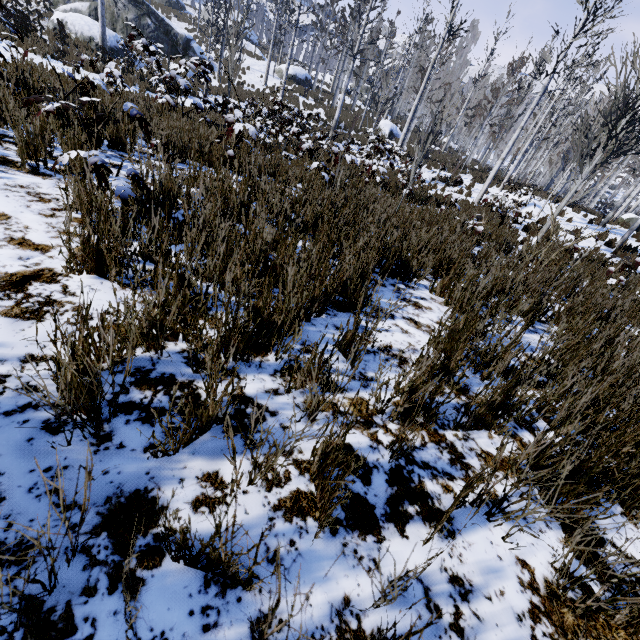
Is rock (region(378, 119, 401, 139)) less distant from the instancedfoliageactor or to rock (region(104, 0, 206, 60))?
the instancedfoliageactor

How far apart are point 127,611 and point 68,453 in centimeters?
63cm

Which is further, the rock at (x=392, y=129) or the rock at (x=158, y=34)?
the rock at (x=392, y=129)

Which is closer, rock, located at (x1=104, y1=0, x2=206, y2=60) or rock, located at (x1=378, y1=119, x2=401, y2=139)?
rock, located at (x1=104, y1=0, x2=206, y2=60)

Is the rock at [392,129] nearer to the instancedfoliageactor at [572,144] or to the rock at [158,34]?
the instancedfoliageactor at [572,144]

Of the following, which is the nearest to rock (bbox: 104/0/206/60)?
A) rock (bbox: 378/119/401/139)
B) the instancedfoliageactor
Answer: rock (bbox: 378/119/401/139)

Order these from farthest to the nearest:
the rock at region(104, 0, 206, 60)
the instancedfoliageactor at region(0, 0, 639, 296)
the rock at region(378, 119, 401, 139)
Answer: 1. the rock at region(378, 119, 401, 139)
2. the rock at region(104, 0, 206, 60)
3. the instancedfoliageactor at region(0, 0, 639, 296)
